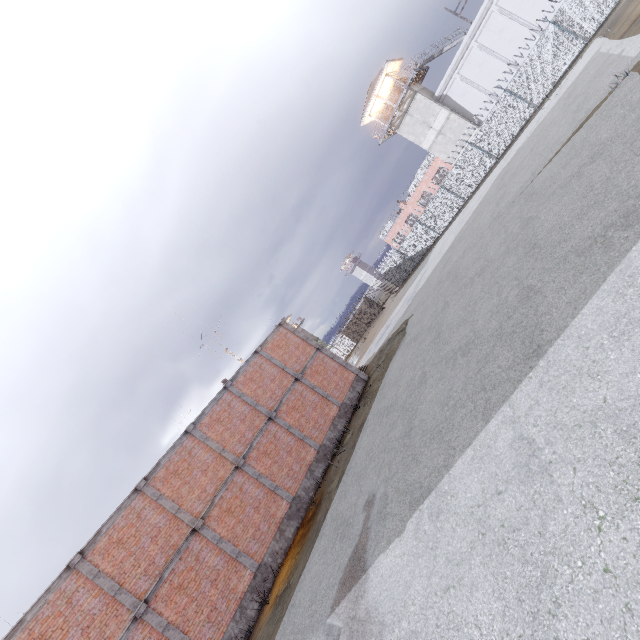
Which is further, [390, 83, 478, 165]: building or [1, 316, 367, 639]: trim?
[390, 83, 478, 165]: building

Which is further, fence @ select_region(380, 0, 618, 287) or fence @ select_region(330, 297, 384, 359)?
fence @ select_region(330, 297, 384, 359)

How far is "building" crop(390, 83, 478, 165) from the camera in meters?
32.5

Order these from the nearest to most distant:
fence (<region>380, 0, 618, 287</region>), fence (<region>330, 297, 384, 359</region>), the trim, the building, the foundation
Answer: the trim < the foundation < fence (<region>380, 0, 618, 287</region>) < the building < fence (<region>330, 297, 384, 359</region>)

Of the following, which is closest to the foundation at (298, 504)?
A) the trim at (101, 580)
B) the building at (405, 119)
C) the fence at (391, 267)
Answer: the trim at (101, 580)

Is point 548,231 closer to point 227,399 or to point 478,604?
point 478,604

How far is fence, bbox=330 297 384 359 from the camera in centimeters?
4238cm

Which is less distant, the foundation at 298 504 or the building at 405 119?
the foundation at 298 504
